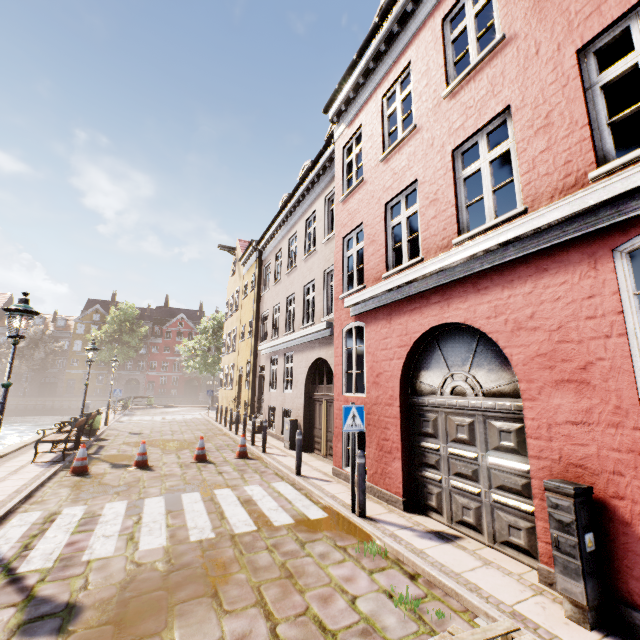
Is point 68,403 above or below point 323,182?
below

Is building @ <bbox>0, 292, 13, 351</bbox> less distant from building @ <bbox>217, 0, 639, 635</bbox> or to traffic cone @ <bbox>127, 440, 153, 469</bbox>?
building @ <bbox>217, 0, 639, 635</bbox>

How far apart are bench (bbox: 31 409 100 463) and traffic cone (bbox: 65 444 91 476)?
1.1 meters

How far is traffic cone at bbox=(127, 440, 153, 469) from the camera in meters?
9.2

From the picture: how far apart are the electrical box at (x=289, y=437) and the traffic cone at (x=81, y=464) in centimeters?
591cm

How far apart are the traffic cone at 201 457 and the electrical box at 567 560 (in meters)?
9.18

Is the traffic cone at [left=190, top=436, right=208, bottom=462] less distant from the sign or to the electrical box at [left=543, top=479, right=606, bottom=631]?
the sign

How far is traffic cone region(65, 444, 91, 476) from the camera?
8.4m
